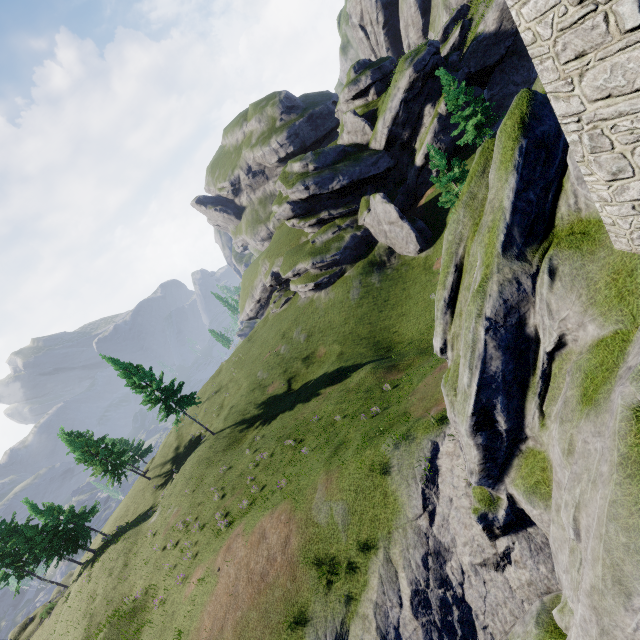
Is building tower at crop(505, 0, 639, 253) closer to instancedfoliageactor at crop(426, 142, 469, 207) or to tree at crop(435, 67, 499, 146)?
instancedfoliageactor at crop(426, 142, 469, 207)

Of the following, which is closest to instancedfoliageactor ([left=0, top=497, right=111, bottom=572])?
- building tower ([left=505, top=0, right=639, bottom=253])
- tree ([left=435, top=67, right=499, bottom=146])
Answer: building tower ([left=505, top=0, right=639, bottom=253])

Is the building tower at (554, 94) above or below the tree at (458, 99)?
above

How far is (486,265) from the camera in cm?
855

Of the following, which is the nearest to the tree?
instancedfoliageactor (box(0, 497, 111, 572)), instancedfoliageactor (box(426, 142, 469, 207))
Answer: instancedfoliageactor (box(426, 142, 469, 207))

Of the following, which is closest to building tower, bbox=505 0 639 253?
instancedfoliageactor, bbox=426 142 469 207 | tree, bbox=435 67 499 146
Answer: instancedfoliageactor, bbox=426 142 469 207

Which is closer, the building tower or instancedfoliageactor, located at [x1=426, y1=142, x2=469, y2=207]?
the building tower

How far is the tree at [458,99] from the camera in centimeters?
3144cm
